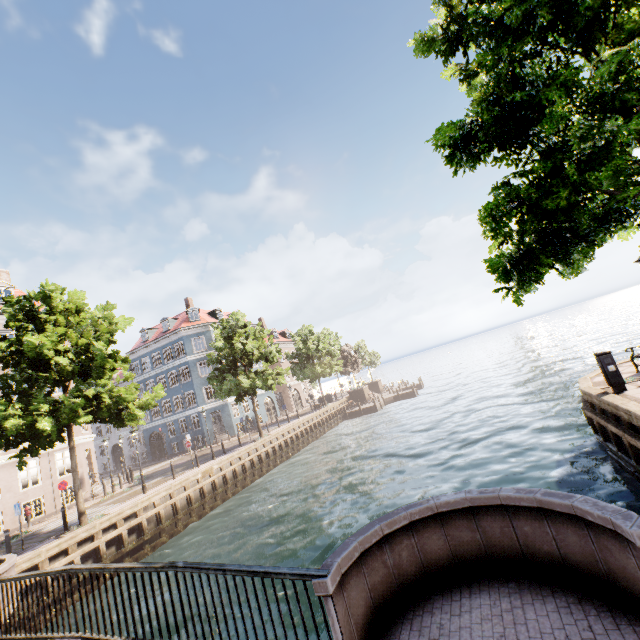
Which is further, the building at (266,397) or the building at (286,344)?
the building at (286,344)

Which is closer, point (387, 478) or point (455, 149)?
point (455, 149)

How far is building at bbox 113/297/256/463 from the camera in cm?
3703

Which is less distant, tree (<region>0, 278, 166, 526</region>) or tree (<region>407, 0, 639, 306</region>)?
tree (<region>407, 0, 639, 306</region>)

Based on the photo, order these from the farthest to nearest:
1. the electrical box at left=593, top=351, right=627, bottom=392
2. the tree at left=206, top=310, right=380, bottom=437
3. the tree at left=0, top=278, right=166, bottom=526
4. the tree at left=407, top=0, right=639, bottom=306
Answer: the tree at left=206, top=310, right=380, bottom=437 < the tree at left=0, top=278, right=166, bottom=526 < the electrical box at left=593, top=351, right=627, bottom=392 < the tree at left=407, top=0, right=639, bottom=306

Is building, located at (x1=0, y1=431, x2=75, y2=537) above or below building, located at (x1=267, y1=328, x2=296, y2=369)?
below

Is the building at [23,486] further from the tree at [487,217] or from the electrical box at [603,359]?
the electrical box at [603,359]

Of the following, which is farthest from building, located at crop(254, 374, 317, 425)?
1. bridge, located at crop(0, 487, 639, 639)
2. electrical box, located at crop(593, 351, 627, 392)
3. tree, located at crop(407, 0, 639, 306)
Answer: electrical box, located at crop(593, 351, 627, 392)
